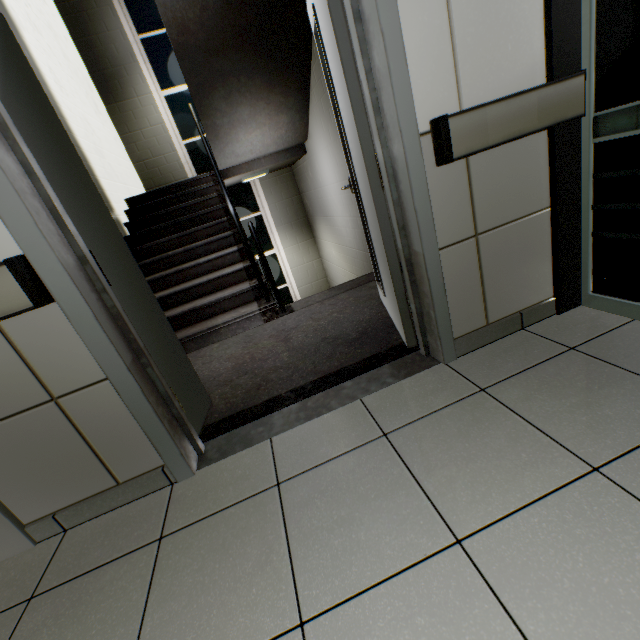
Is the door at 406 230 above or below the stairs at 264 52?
below

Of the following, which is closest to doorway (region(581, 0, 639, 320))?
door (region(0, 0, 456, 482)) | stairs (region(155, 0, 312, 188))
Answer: stairs (region(155, 0, 312, 188))

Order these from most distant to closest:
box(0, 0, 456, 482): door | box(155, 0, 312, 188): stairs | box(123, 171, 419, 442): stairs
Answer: box(155, 0, 312, 188): stairs → box(123, 171, 419, 442): stairs → box(0, 0, 456, 482): door

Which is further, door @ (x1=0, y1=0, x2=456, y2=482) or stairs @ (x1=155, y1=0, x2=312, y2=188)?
stairs @ (x1=155, y1=0, x2=312, y2=188)

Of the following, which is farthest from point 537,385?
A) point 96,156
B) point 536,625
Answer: point 96,156

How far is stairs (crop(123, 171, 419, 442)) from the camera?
2.0m

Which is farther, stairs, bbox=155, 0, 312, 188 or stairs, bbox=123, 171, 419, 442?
stairs, bbox=155, 0, 312, 188

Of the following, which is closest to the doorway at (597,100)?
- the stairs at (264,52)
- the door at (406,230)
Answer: the stairs at (264,52)
